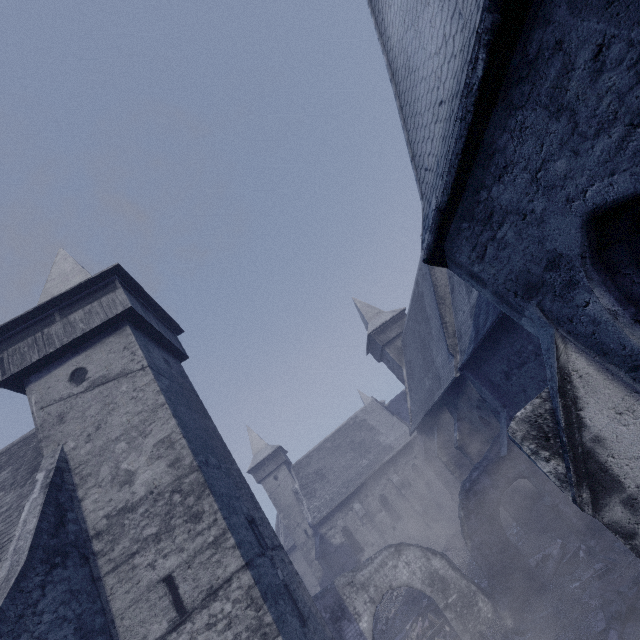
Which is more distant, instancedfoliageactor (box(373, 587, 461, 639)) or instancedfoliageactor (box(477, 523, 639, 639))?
instancedfoliageactor (box(373, 587, 461, 639))

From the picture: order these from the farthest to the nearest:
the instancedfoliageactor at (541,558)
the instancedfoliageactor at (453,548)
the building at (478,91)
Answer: the instancedfoliageactor at (453,548) < the instancedfoliageactor at (541,558) < the building at (478,91)

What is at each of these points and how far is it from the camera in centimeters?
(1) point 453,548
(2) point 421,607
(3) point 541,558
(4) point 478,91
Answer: (1) instancedfoliageactor, 2036cm
(2) instancedfoliageactor, 1587cm
(3) instancedfoliageactor, 1204cm
(4) building, 240cm

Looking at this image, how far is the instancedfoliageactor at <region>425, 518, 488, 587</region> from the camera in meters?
15.3 m

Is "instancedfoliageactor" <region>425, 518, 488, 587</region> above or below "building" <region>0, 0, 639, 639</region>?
below

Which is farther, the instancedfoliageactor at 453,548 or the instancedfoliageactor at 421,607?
the instancedfoliageactor at 453,548

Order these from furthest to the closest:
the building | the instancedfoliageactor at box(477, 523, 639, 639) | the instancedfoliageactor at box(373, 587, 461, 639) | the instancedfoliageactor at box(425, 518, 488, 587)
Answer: the instancedfoliageactor at box(425, 518, 488, 587)
the instancedfoliageactor at box(373, 587, 461, 639)
the instancedfoliageactor at box(477, 523, 639, 639)
the building
